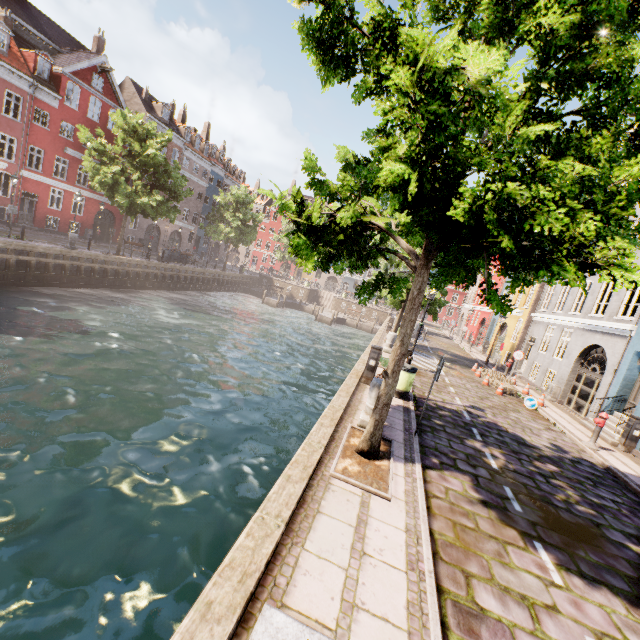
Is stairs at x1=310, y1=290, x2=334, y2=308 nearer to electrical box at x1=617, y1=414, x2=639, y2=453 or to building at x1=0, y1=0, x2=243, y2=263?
building at x1=0, y1=0, x2=243, y2=263

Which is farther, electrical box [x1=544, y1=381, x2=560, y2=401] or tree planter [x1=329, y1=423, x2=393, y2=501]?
electrical box [x1=544, y1=381, x2=560, y2=401]

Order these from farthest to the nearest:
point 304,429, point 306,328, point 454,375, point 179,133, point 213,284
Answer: point 179,133 → point 213,284 → point 306,328 → point 454,375 → point 304,429

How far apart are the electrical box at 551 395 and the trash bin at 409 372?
11.19m

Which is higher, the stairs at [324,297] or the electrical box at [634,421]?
the electrical box at [634,421]

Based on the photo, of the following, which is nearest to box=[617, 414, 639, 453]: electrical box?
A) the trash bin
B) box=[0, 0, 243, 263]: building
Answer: the trash bin

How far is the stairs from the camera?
47.7 meters

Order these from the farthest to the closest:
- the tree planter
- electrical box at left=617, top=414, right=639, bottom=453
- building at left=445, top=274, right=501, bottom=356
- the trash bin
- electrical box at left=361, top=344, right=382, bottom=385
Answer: building at left=445, top=274, right=501, bottom=356
electrical box at left=617, top=414, right=639, bottom=453
electrical box at left=361, top=344, right=382, bottom=385
the trash bin
the tree planter
